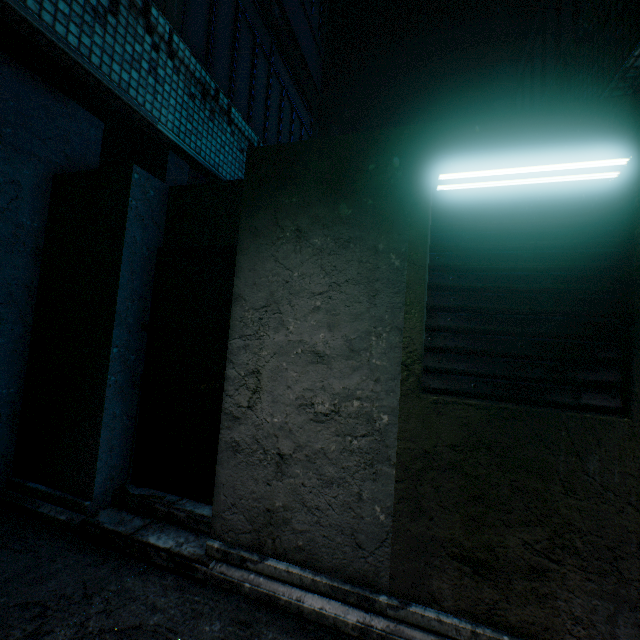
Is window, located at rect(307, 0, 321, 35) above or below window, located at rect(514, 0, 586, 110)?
above

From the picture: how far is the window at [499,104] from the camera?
5.2m

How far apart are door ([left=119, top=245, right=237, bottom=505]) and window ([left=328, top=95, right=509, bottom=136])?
3.5m

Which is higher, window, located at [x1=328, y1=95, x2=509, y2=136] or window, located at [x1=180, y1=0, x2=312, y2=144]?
window, located at [x1=328, y1=95, x2=509, y2=136]

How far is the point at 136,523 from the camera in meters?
2.4 m

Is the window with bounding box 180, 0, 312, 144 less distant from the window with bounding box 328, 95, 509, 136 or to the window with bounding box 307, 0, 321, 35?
the window with bounding box 328, 95, 509, 136

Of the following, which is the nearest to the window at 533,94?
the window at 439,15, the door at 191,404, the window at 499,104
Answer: the window at 499,104

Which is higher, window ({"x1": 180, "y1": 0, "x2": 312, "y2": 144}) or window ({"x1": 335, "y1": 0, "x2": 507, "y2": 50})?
window ({"x1": 335, "y1": 0, "x2": 507, "y2": 50})
